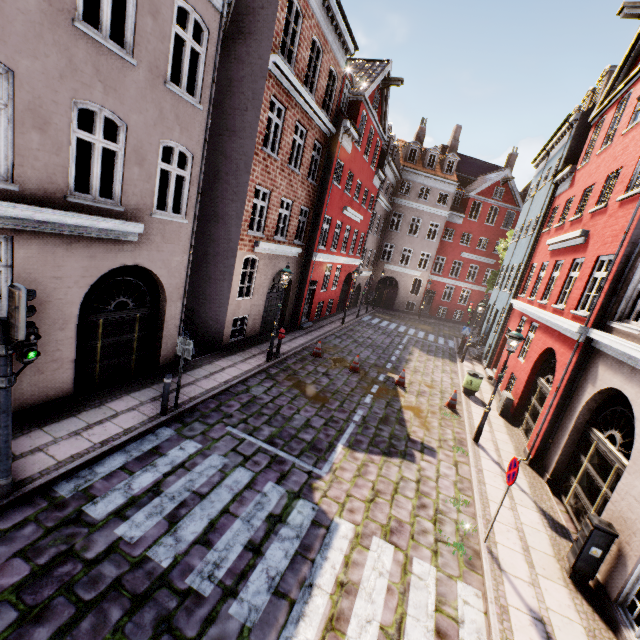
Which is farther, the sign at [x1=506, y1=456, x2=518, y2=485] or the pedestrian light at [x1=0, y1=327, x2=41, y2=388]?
the sign at [x1=506, y1=456, x2=518, y2=485]

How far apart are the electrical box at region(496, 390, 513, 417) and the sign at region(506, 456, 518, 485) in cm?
746

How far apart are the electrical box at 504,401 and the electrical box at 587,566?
7.1 meters

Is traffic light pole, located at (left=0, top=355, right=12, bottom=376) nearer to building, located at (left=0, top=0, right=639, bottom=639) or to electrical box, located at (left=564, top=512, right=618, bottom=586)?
building, located at (left=0, top=0, right=639, bottom=639)

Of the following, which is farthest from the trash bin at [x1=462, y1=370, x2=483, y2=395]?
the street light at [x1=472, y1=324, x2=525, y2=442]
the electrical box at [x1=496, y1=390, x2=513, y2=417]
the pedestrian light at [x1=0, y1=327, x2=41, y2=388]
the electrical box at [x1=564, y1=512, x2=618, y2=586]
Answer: the pedestrian light at [x1=0, y1=327, x2=41, y2=388]

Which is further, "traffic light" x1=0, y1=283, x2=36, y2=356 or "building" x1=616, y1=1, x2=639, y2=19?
"building" x1=616, y1=1, x2=639, y2=19

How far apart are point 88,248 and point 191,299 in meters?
6.0

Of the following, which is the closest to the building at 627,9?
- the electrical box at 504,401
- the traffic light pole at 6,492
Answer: the electrical box at 504,401
